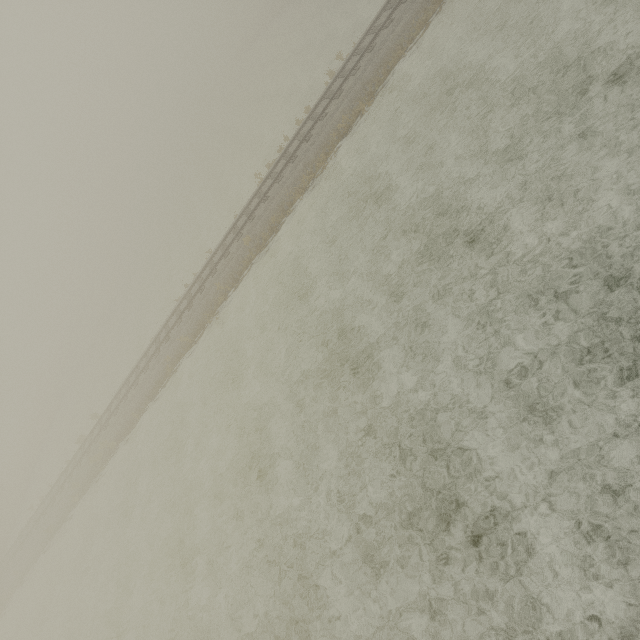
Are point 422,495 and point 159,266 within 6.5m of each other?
no
